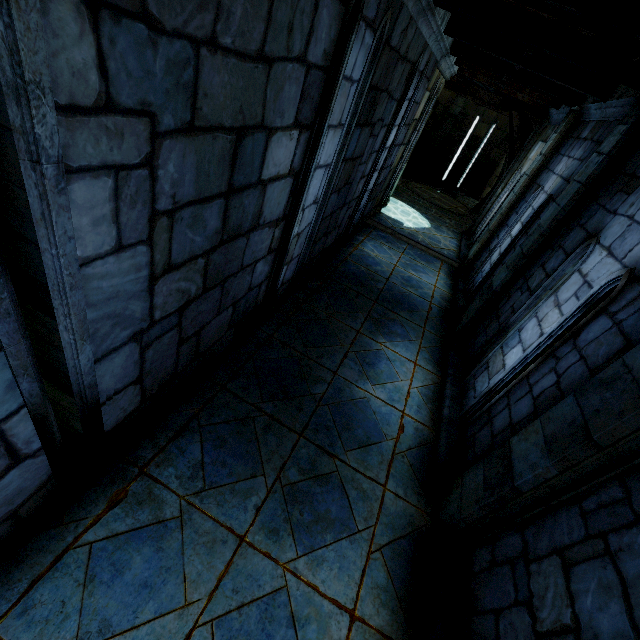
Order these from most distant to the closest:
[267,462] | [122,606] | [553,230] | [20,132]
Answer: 1. [553,230]
2. [267,462]
3. [122,606]
4. [20,132]
